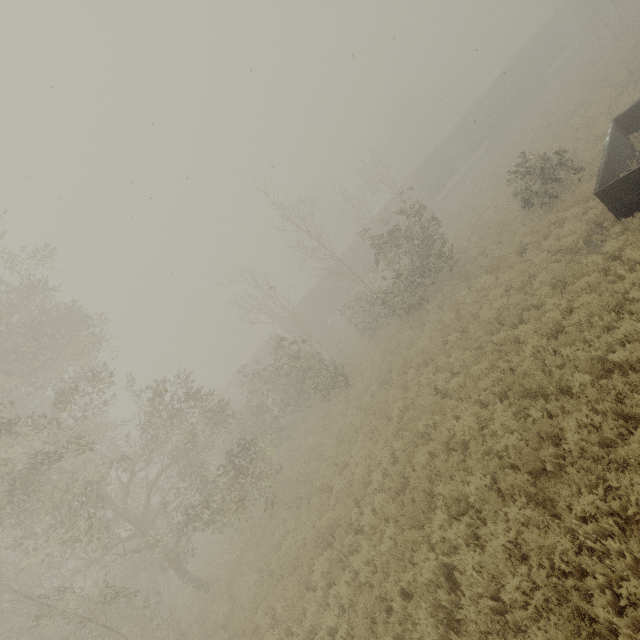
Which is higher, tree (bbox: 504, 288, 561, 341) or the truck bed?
the truck bed

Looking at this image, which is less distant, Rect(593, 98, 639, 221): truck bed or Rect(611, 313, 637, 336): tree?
Rect(611, 313, 637, 336): tree

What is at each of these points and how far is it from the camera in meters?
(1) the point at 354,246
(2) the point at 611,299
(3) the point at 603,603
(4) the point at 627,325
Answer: (1) boxcar, 37.1
(2) tree, 7.7
(3) tree, 4.1
(4) tree, 6.7

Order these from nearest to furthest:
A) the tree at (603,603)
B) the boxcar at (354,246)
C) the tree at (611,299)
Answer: the tree at (603,603)
the tree at (611,299)
the boxcar at (354,246)

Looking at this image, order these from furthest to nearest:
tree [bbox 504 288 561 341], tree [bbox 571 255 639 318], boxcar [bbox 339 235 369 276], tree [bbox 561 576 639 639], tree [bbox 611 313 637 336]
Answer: boxcar [bbox 339 235 369 276] → tree [bbox 504 288 561 341] → tree [bbox 571 255 639 318] → tree [bbox 611 313 637 336] → tree [bbox 561 576 639 639]

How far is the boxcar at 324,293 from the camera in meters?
37.1

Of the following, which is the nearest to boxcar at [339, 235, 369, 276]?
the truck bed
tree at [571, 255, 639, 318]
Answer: tree at [571, 255, 639, 318]
